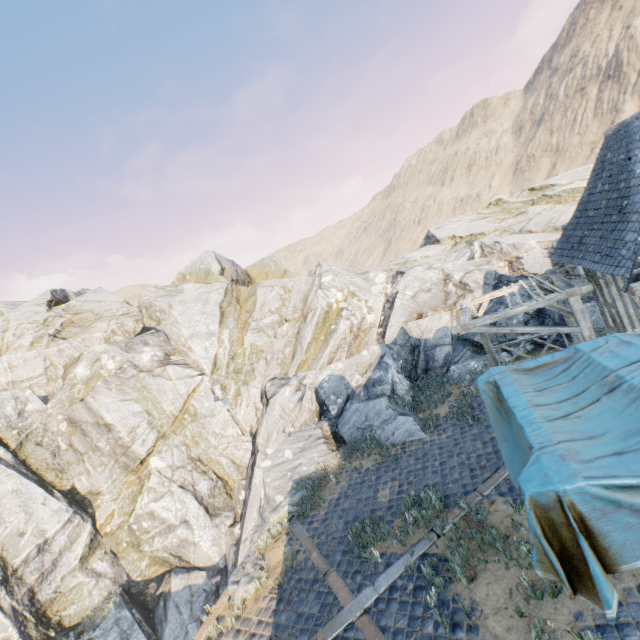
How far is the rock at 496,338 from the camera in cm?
1316

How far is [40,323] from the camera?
22.7 meters

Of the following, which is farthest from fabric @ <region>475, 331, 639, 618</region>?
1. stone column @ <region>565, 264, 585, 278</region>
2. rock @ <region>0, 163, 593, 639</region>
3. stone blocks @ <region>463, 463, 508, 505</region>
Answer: stone column @ <region>565, 264, 585, 278</region>

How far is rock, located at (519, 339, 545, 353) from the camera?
12.82m

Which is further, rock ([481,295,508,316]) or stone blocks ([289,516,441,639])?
rock ([481,295,508,316])

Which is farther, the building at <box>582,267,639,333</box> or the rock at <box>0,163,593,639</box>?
the rock at <box>0,163,593,639</box>

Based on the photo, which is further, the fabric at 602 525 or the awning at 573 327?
the awning at 573 327
